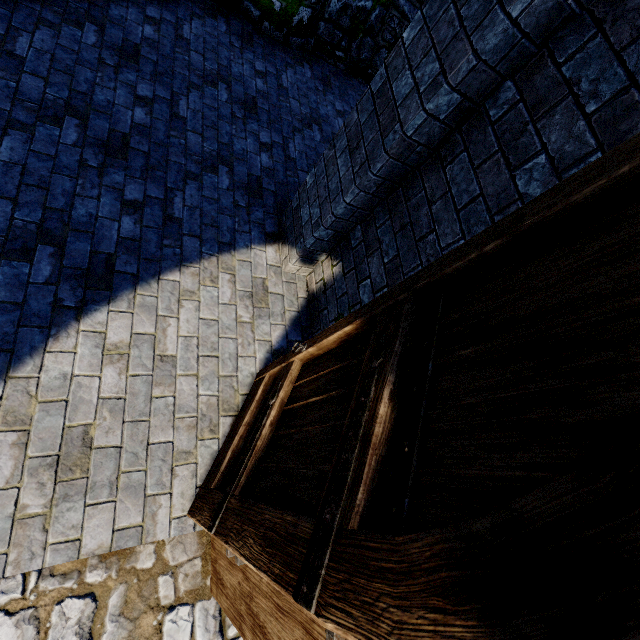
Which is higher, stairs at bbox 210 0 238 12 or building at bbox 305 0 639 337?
building at bbox 305 0 639 337

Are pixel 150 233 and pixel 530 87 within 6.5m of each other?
yes

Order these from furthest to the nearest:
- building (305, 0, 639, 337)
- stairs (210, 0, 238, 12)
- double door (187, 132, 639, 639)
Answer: stairs (210, 0, 238, 12) < building (305, 0, 639, 337) < double door (187, 132, 639, 639)

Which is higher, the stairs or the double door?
the double door

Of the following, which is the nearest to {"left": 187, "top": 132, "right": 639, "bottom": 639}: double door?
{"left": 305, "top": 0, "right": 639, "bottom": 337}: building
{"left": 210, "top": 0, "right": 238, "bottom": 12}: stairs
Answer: {"left": 305, "top": 0, "right": 639, "bottom": 337}: building

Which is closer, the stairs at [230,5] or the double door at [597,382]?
the double door at [597,382]

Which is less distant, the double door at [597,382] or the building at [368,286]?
the double door at [597,382]
